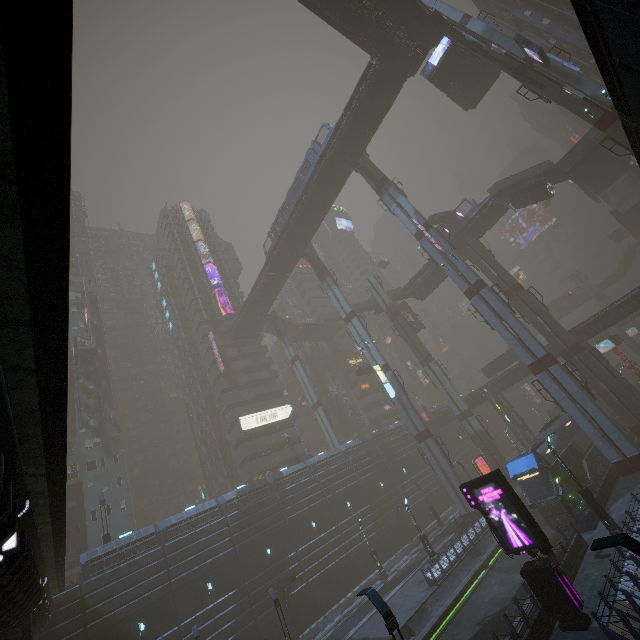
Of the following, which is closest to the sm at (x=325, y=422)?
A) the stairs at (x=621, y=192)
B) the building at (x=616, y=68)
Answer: the building at (x=616, y=68)

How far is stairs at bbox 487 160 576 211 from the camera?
37.21m

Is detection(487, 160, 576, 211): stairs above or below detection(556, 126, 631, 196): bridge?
above

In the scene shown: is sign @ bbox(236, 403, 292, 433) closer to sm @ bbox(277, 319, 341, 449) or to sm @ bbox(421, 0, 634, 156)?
sm @ bbox(421, 0, 634, 156)

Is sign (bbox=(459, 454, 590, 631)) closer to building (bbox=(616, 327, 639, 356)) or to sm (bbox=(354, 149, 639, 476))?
building (bbox=(616, 327, 639, 356))

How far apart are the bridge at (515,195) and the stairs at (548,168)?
0.0 meters

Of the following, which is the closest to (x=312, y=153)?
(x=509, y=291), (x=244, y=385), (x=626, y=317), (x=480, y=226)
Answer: (x=480, y=226)

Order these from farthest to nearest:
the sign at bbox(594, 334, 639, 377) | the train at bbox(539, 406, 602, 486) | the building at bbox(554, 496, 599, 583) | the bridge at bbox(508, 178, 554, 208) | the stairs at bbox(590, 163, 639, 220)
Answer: the stairs at bbox(590, 163, 639, 220), the sign at bbox(594, 334, 639, 377), the bridge at bbox(508, 178, 554, 208), the train at bbox(539, 406, 602, 486), the building at bbox(554, 496, 599, 583)
